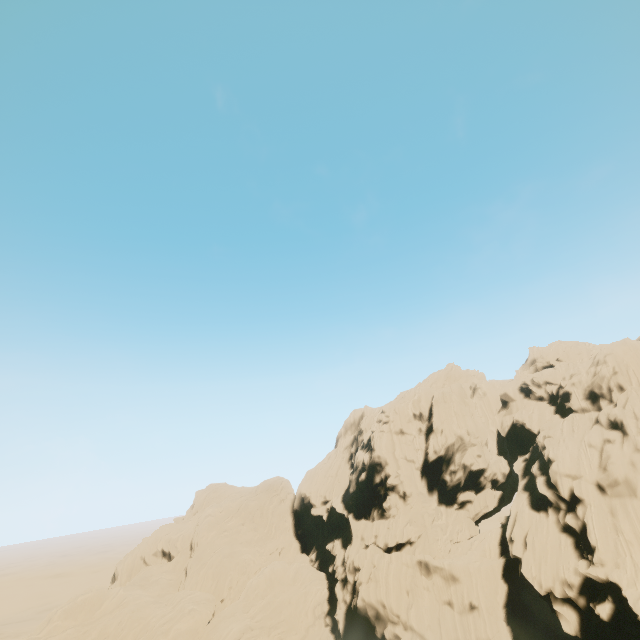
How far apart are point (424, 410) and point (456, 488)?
14.06m
